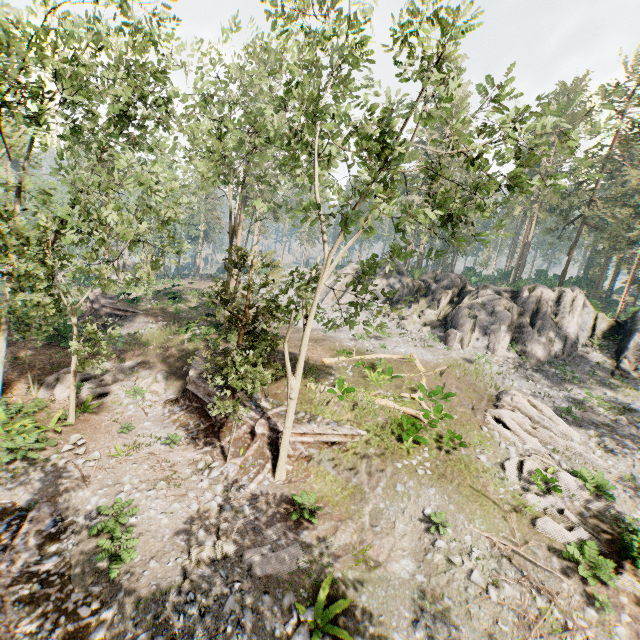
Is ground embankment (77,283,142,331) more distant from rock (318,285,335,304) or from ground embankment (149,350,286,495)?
rock (318,285,335,304)

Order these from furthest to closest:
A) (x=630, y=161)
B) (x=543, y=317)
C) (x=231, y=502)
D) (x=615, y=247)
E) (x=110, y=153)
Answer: (x=615, y=247) → (x=630, y=161) → (x=110, y=153) → (x=543, y=317) → (x=231, y=502)

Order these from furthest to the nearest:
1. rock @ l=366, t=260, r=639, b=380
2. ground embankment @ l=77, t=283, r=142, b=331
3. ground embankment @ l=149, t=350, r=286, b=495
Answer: ground embankment @ l=77, t=283, r=142, b=331
rock @ l=366, t=260, r=639, b=380
ground embankment @ l=149, t=350, r=286, b=495

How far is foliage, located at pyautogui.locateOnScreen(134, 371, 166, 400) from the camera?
18.78m

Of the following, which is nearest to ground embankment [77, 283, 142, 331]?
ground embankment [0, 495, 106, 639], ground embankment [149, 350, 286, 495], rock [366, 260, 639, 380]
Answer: ground embankment [149, 350, 286, 495]

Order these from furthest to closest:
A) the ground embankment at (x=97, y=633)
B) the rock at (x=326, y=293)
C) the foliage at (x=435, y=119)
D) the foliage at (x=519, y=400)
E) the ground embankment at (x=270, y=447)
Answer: the rock at (x=326, y=293) → the ground embankment at (x=270, y=447) → the foliage at (x=519, y=400) → the foliage at (x=435, y=119) → the ground embankment at (x=97, y=633)

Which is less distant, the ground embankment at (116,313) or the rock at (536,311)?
the rock at (536,311)
